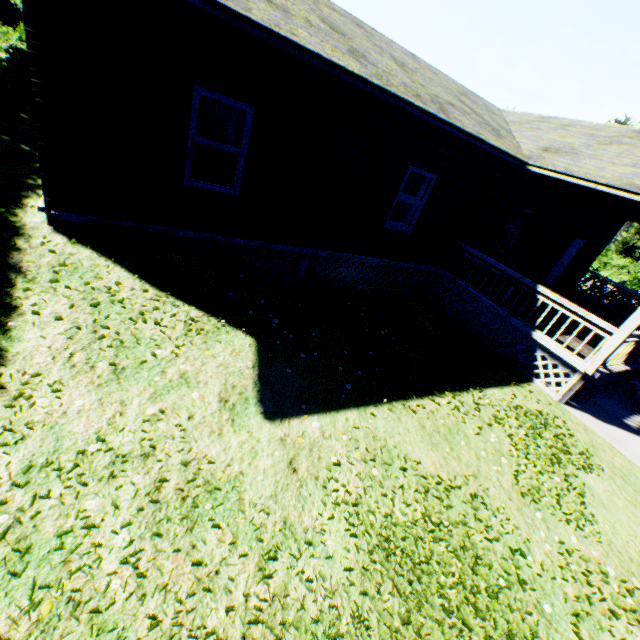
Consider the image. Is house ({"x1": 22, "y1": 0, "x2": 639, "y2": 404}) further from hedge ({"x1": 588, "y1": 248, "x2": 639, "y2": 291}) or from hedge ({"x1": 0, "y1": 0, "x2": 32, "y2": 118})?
hedge ({"x1": 588, "y1": 248, "x2": 639, "y2": 291})

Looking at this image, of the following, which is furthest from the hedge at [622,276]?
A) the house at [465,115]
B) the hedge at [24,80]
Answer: the hedge at [24,80]

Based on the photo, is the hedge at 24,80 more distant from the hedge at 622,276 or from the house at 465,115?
the hedge at 622,276

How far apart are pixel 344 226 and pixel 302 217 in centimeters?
121cm

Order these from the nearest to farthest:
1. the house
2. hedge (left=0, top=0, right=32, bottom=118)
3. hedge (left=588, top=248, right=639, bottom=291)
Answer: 1. the house
2. hedge (left=0, top=0, right=32, bottom=118)
3. hedge (left=588, top=248, right=639, bottom=291)

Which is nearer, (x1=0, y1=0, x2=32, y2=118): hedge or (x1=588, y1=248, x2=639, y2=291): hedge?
(x1=0, y1=0, x2=32, y2=118): hedge

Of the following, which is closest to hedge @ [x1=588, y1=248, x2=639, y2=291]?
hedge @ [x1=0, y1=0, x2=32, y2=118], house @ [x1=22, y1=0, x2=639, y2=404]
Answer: house @ [x1=22, y1=0, x2=639, y2=404]
